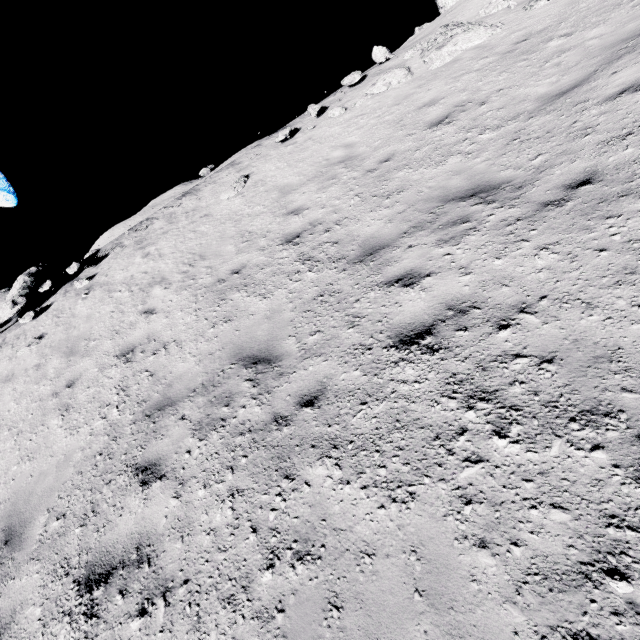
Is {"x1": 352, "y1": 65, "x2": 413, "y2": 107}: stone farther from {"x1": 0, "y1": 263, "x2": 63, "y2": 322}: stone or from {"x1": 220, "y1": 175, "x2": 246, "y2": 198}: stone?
{"x1": 0, "y1": 263, "x2": 63, "y2": 322}: stone

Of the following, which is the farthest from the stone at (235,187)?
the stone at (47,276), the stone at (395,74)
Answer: the stone at (47,276)

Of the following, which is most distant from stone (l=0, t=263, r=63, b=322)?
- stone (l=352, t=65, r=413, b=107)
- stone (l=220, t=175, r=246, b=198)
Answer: stone (l=352, t=65, r=413, b=107)

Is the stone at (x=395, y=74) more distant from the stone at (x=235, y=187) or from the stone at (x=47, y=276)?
the stone at (x=47, y=276)

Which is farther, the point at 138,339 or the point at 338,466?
the point at 138,339
